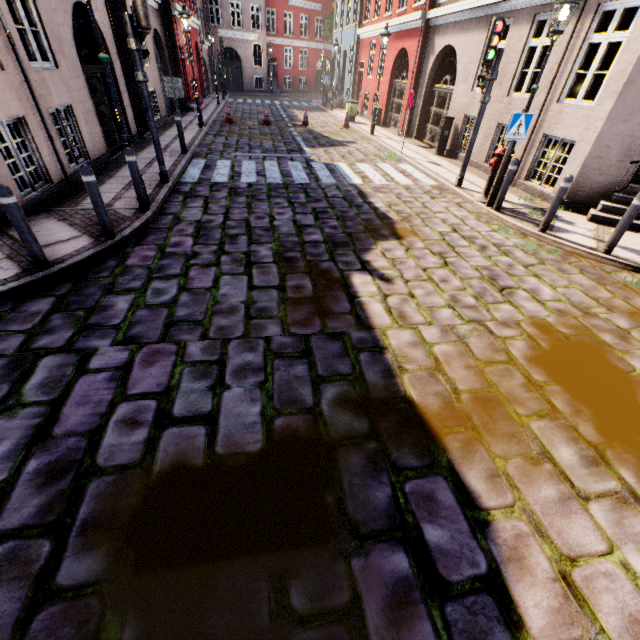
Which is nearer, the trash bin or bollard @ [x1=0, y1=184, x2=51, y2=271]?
bollard @ [x1=0, y1=184, x2=51, y2=271]

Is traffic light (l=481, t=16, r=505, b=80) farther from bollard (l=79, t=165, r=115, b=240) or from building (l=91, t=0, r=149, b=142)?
bollard (l=79, t=165, r=115, b=240)

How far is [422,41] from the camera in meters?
13.5 m

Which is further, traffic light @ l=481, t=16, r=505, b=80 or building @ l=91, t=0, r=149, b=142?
building @ l=91, t=0, r=149, b=142

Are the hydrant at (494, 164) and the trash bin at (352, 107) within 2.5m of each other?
no

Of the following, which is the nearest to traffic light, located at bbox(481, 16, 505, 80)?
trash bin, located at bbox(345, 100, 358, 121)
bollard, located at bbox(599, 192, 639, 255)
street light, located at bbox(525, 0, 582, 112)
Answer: street light, located at bbox(525, 0, 582, 112)

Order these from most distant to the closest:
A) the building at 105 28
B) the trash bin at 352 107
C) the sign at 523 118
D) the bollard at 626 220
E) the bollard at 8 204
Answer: the trash bin at 352 107, the building at 105 28, the sign at 523 118, the bollard at 626 220, the bollard at 8 204

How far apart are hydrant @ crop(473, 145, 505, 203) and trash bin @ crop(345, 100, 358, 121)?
13.59m
